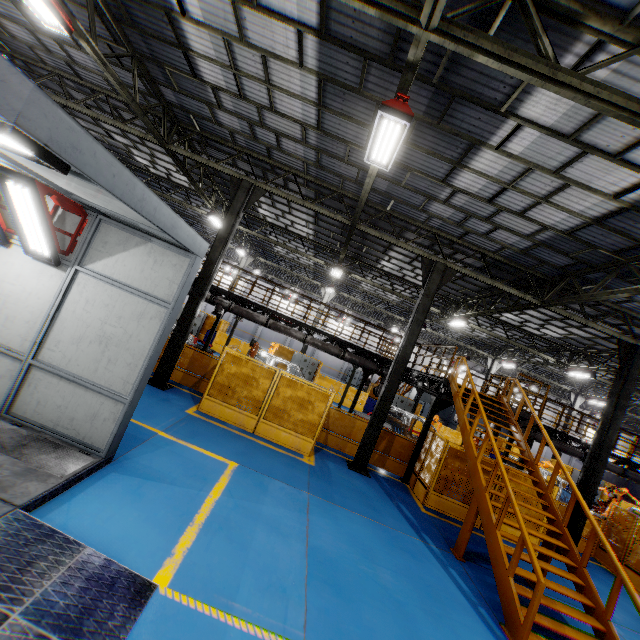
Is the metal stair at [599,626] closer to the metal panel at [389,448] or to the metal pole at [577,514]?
the metal panel at [389,448]

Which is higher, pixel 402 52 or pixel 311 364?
pixel 402 52

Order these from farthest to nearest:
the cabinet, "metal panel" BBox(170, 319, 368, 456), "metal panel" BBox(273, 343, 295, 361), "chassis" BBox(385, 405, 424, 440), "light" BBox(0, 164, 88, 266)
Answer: "metal panel" BBox(273, 343, 295, 361)
the cabinet
"chassis" BBox(385, 405, 424, 440)
"metal panel" BBox(170, 319, 368, 456)
"light" BBox(0, 164, 88, 266)

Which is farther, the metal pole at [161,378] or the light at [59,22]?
the metal pole at [161,378]

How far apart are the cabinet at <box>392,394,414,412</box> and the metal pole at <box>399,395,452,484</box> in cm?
1253

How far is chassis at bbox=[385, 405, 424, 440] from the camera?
17.2 meters

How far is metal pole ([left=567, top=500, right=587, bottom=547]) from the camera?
11.21m

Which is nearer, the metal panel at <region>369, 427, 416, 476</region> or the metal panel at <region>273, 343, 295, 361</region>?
the metal panel at <region>369, 427, 416, 476</region>
